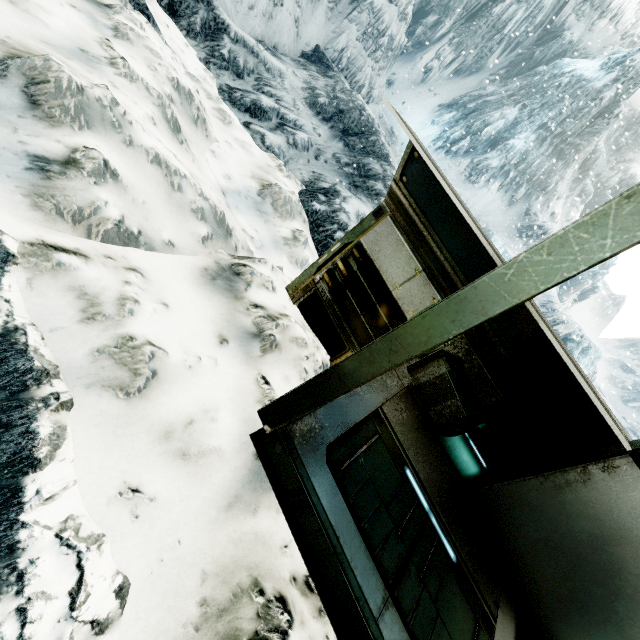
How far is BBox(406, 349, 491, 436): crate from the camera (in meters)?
3.11

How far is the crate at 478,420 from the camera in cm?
311

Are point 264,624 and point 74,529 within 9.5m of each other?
yes
